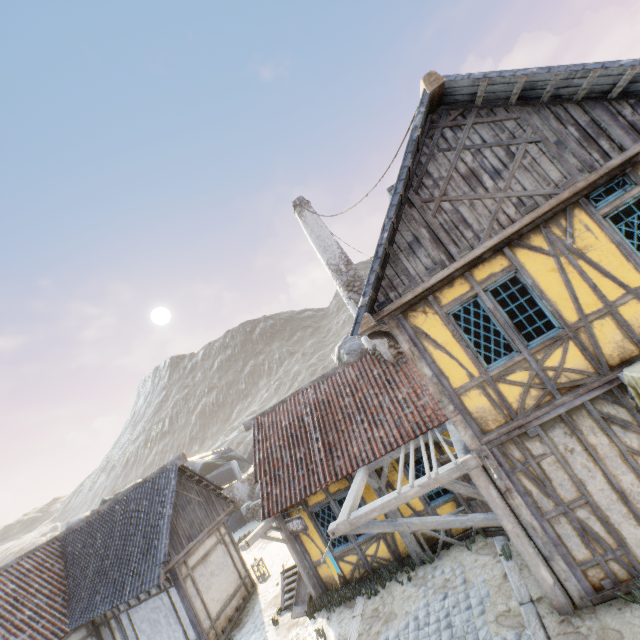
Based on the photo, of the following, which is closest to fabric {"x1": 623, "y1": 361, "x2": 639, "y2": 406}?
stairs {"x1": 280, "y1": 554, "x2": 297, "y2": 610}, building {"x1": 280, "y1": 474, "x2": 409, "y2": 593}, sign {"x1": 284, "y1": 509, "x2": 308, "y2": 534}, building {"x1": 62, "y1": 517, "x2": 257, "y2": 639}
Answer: building {"x1": 280, "y1": 474, "x2": 409, "y2": 593}

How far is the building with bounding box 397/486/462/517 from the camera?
8.78m

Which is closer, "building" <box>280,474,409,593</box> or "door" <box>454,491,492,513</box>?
"door" <box>454,491,492,513</box>

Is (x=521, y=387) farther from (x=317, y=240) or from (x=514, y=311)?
(x=317, y=240)

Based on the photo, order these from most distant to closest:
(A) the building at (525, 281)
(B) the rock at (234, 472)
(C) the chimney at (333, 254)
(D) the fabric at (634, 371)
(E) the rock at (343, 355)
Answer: (B) the rock at (234, 472), (E) the rock at (343, 355), (C) the chimney at (333, 254), (A) the building at (525, 281), (D) the fabric at (634, 371)

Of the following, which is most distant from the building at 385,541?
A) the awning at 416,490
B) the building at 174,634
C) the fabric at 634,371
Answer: the fabric at 634,371

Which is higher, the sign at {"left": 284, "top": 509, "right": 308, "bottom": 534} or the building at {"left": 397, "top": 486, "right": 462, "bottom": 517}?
the sign at {"left": 284, "top": 509, "right": 308, "bottom": 534}

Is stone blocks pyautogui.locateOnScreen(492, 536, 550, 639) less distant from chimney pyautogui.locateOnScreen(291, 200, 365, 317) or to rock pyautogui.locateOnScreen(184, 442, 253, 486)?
rock pyautogui.locateOnScreen(184, 442, 253, 486)
